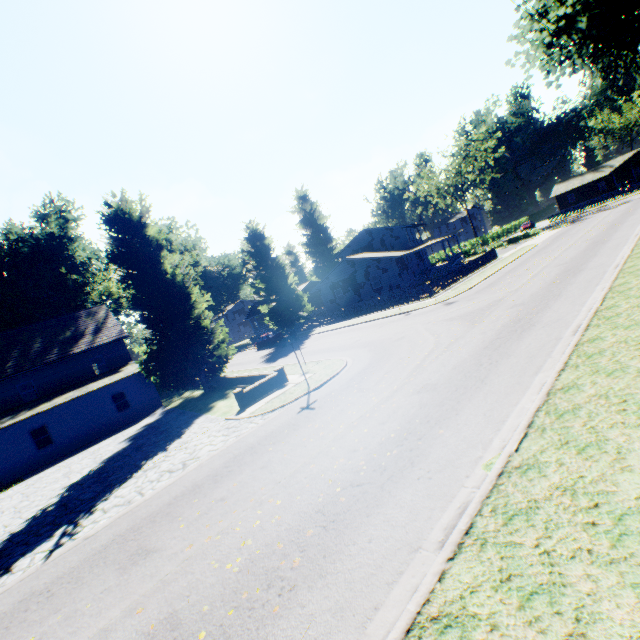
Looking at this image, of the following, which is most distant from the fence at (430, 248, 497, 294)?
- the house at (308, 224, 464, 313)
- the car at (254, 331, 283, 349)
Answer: the car at (254, 331, 283, 349)

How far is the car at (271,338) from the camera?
38.7m

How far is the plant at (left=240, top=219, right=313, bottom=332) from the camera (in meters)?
40.78

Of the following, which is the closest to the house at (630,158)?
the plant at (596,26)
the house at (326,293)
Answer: the house at (326,293)

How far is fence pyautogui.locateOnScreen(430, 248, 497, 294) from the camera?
27.7 meters

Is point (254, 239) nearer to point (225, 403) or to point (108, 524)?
point (225, 403)

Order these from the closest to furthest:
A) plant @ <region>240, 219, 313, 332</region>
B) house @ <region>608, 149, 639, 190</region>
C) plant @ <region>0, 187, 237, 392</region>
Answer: plant @ <region>0, 187, 237, 392</region> < plant @ <region>240, 219, 313, 332</region> < house @ <region>608, 149, 639, 190</region>

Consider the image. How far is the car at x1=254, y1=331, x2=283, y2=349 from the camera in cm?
3872
